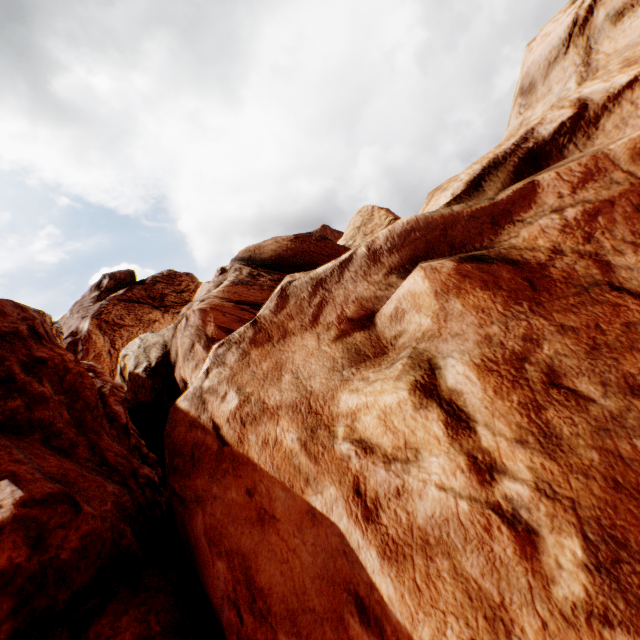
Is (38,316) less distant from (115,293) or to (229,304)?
(229,304)
